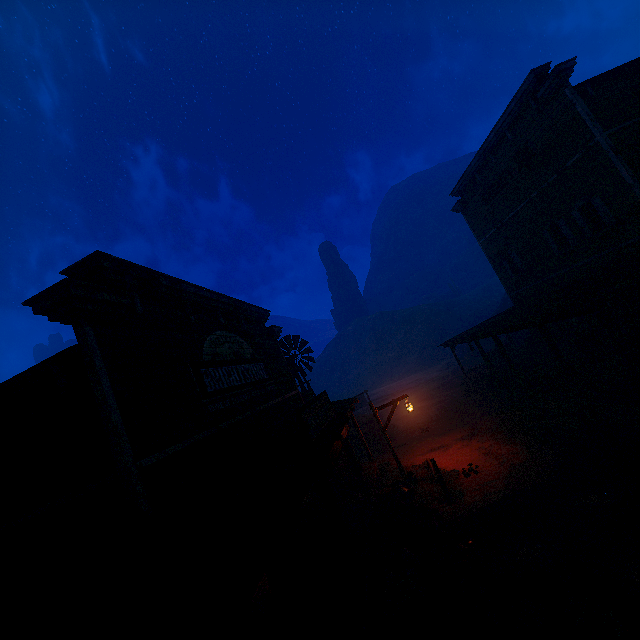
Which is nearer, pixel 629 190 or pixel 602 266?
pixel 629 190

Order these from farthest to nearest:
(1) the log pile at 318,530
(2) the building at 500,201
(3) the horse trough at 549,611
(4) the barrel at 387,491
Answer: (2) the building at 500,201 → (4) the barrel at 387,491 → (1) the log pile at 318,530 → (3) the horse trough at 549,611

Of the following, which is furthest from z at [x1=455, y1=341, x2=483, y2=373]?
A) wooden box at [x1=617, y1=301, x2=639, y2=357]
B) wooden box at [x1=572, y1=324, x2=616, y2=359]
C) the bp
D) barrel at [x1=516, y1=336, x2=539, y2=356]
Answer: barrel at [x1=516, y1=336, x2=539, y2=356]

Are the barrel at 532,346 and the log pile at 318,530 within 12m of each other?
no

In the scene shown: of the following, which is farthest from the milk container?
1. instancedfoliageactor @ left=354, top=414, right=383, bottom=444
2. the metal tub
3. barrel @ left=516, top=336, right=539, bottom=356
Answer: barrel @ left=516, top=336, right=539, bottom=356

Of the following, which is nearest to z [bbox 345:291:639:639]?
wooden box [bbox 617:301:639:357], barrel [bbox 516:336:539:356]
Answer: wooden box [bbox 617:301:639:357]

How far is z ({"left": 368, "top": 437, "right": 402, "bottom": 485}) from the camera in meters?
13.7

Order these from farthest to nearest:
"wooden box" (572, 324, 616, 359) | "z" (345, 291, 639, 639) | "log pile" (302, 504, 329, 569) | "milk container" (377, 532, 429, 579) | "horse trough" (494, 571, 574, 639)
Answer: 1. "wooden box" (572, 324, 616, 359)
2. "log pile" (302, 504, 329, 569)
3. "milk container" (377, 532, 429, 579)
4. "z" (345, 291, 639, 639)
5. "horse trough" (494, 571, 574, 639)
